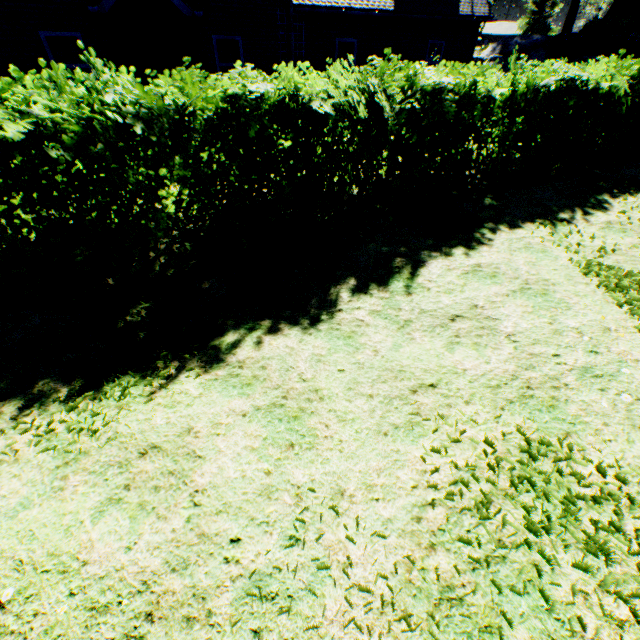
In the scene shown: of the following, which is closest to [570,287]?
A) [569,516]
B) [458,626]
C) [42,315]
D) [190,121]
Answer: [569,516]

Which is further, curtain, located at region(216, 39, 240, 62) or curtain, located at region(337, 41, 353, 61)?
curtain, located at region(337, 41, 353, 61)

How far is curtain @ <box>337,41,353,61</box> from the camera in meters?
13.4 m

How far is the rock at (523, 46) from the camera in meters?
23.3 m

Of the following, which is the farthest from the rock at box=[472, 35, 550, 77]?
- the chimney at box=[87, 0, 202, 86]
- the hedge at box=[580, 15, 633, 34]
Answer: the chimney at box=[87, 0, 202, 86]

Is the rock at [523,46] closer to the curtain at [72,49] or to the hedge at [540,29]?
the hedge at [540,29]

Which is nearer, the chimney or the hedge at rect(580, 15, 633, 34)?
the chimney

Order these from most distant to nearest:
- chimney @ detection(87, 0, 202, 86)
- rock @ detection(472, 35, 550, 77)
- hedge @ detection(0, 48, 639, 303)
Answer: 1. rock @ detection(472, 35, 550, 77)
2. chimney @ detection(87, 0, 202, 86)
3. hedge @ detection(0, 48, 639, 303)
